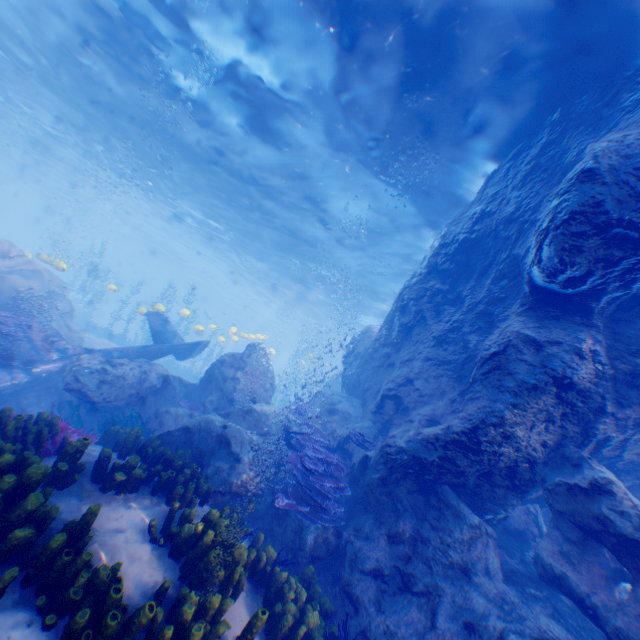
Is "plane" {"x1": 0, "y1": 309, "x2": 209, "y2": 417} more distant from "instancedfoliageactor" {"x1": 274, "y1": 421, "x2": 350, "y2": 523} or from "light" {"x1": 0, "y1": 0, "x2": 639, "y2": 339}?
"instancedfoliageactor" {"x1": 274, "y1": 421, "x2": 350, "y2": 523}

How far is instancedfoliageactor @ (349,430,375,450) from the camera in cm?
874

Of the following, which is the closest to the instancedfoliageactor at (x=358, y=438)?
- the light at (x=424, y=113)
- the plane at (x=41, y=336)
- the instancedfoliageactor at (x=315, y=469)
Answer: the plane at (x=41, y=336)

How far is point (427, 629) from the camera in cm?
495

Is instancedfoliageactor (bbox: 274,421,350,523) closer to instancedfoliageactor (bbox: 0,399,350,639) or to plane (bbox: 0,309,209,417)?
instancedfoliageactor (bbox: 0,399,350,639)

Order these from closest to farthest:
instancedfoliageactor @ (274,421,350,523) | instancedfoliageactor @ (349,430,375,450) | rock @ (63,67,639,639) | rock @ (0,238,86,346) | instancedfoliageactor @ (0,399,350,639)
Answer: instancedfoliageactor @ (0,399,350,639) < rock @ (63,67,639,639) < instancedfoliageactor @ (274,421,350,523) < instancedfoliageactor @ (349,430,375,450) < rock @ (0,238,86,346)

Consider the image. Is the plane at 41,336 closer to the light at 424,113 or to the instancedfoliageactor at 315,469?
the light at 424,113

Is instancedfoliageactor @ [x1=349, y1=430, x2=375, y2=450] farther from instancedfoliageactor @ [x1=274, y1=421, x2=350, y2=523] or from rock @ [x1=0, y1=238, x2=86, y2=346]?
instancedfoliageactor @ [x1=274, y1=421, x2=350, y2=523]
